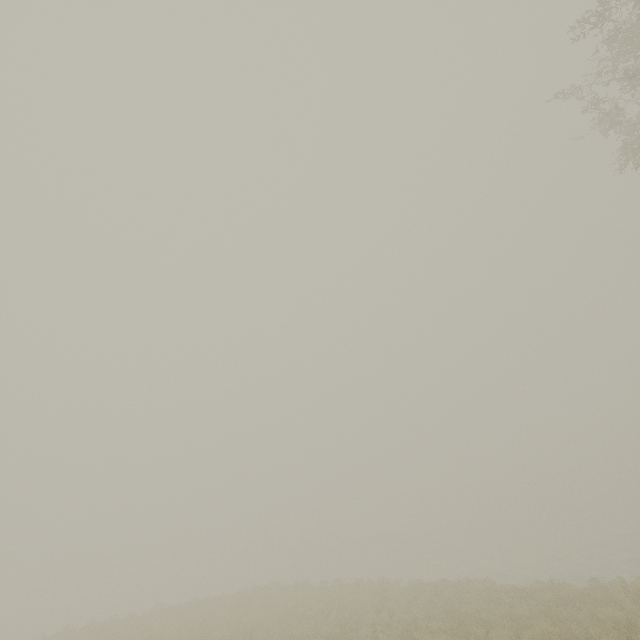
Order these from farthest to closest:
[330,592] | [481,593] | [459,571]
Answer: [459,571] → [330,592] → [481,593]
